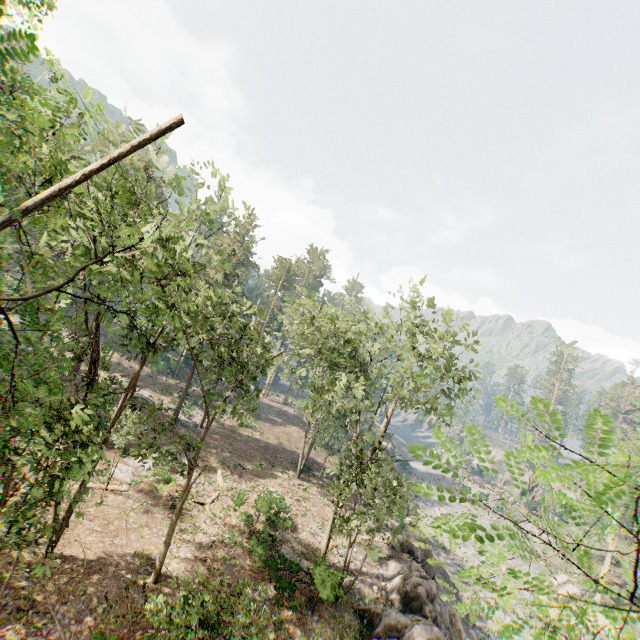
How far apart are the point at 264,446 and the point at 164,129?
40.56m

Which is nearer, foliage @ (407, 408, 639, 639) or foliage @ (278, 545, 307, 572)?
foliage @ (407, 408, 639, 639)

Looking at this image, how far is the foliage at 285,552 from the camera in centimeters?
1934cm

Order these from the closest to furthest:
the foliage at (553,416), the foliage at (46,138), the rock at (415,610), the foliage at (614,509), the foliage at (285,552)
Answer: the foliage at (614,509), the foliage at (553,416), the foliage at (46,138), the rock at (415,610), the foliage at (285,552)

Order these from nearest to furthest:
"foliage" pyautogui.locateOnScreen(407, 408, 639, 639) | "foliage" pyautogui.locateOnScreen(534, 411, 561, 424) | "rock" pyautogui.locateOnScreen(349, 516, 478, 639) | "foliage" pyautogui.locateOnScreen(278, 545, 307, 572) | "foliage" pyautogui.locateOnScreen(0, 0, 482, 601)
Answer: "foliage" pyautogui.locateOnScreen(407, 408, 639, 639) < "foliage" pyautogui.locateOnScreen(534, 411, 561, 424) < "foliage" pyautogui.locateOnScreen(0, 0, 482, 601) < "rock" pyautogui.locateOnScreen(349, 516, 478, 639) < "foliage" pyautogui.locateOnScreen(278, 545, 307, 572)

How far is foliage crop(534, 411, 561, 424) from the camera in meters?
2.8
